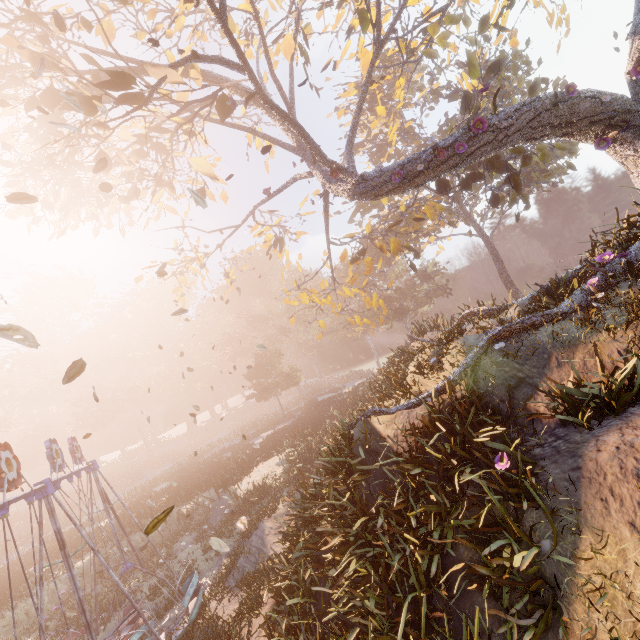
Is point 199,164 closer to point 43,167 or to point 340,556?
point 43,167

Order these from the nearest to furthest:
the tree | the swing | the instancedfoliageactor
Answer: the swing < the tree < the instancedfoliageactor

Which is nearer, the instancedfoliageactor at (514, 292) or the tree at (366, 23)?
the tree at (366, 23)

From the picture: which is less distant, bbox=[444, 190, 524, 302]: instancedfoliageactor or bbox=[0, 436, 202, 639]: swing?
bbox=[0, 436, 202, 639]: swing

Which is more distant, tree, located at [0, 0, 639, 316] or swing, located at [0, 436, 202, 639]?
tree, located at [0, 0, 639, 316]

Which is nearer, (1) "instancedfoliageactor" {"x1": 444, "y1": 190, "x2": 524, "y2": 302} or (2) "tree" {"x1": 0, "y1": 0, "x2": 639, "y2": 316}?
(2) "tree" {"x1": 0, "y1": 0, "x2": 639, "y2": 316}

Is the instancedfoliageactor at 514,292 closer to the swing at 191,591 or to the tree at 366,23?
the tree at 366,23

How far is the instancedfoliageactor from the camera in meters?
32.0 m
